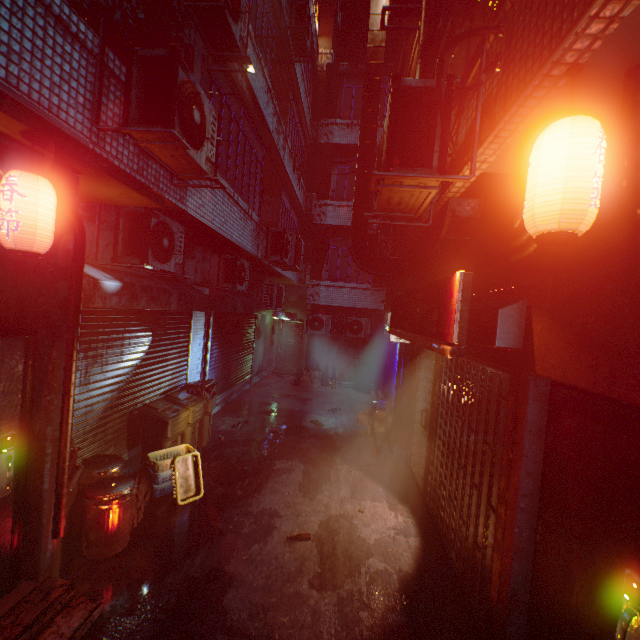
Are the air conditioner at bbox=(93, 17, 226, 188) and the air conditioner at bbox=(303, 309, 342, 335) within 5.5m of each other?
no

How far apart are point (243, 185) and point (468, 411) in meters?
5.6

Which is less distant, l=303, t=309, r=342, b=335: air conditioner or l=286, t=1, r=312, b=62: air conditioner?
l=286, t=1, r=312, b=62: air conditioner

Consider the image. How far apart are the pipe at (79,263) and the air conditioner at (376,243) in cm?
215

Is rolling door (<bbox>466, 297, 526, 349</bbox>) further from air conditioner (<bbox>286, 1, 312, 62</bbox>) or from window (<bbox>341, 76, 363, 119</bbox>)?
window (<bbox>341, 76, 363, 119</bbox>)

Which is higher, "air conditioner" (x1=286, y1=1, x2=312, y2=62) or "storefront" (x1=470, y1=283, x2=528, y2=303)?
"air conditioner" (x1=286, y1=1, x2=312, y2=62)

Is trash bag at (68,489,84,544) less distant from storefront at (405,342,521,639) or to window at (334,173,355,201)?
storefront at (405,342,521,639)

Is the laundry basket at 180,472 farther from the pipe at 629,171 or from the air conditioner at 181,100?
the pipe at 629,171
